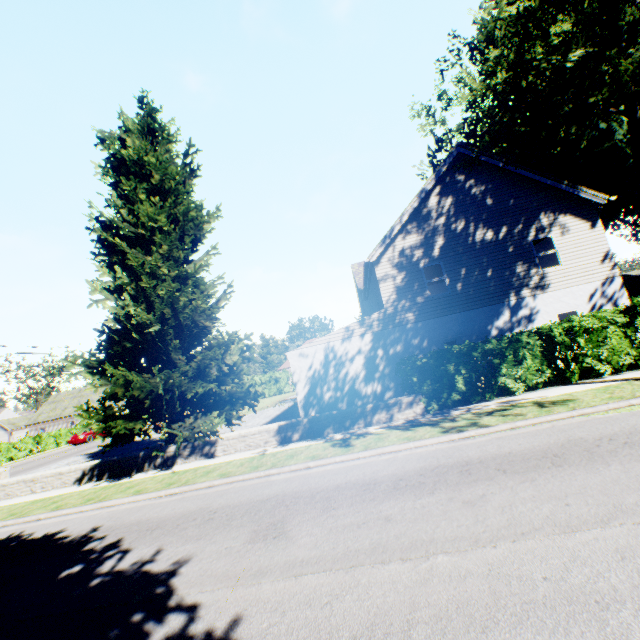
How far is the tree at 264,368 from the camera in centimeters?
5834cm

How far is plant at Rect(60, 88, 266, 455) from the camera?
→ 11.5m

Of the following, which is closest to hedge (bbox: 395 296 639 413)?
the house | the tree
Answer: the tree

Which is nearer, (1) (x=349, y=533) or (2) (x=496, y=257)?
(1) (x=349, y=533)

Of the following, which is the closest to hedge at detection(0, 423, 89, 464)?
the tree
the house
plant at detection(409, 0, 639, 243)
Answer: the tree

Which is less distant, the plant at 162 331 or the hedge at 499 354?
the hedge at 499 354

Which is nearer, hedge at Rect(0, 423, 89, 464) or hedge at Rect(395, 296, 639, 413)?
hedge at Rect(395, 296, 639, 413)

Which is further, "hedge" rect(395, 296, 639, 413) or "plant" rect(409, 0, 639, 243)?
"hedge" rect(395, 296, 639, 413)
